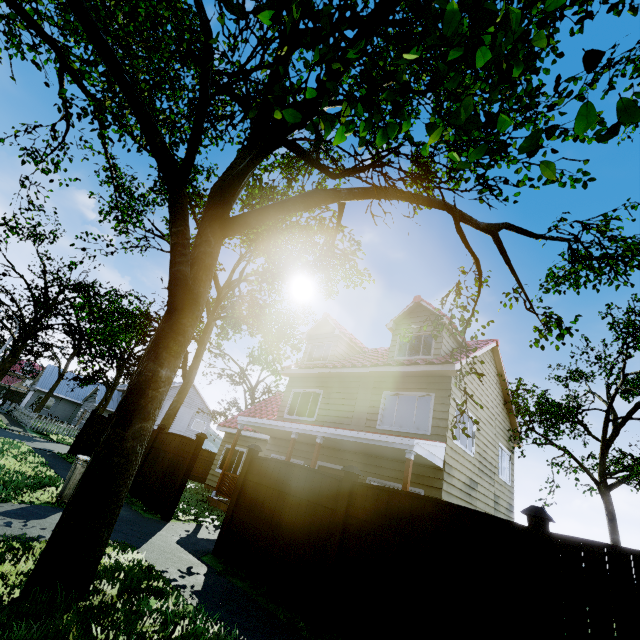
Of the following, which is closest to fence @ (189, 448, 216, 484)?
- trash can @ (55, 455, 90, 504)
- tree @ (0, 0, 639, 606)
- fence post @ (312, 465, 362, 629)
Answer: fence post @ (312, 465, 362, 629)

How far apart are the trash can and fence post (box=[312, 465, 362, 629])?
5.8m

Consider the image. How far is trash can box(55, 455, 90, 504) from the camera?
7.09m

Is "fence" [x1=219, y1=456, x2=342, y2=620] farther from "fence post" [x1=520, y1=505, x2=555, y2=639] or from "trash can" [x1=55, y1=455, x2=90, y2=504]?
"trash can" [x1=55, y1=455, x2=90, y2=504]

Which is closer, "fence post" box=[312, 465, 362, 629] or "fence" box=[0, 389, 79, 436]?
"fence post" box=[312, 465, 362, 629]

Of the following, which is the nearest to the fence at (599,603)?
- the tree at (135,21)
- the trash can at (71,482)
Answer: the tree at (135,21)

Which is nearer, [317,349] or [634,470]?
[634,470]

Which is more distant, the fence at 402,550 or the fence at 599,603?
the fence at 402,550
